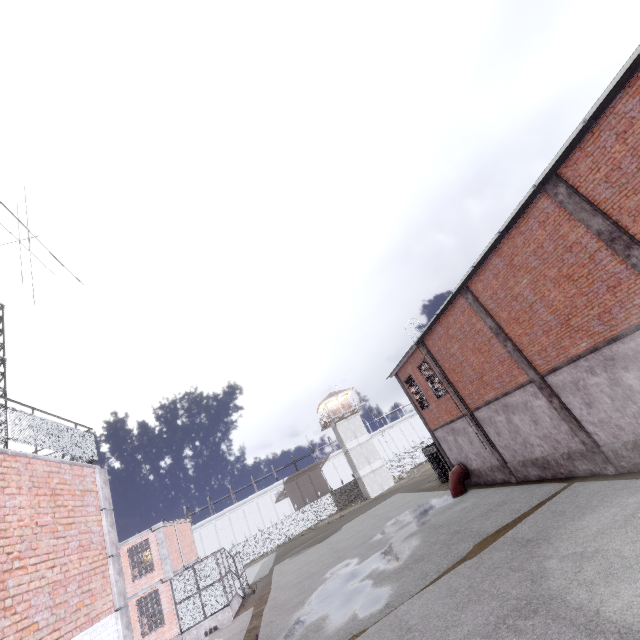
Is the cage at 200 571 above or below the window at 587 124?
below

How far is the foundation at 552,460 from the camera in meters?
12.6 m

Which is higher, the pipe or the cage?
the cage

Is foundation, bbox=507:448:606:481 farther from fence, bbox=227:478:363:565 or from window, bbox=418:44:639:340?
fence, bbox=227:478:363:565

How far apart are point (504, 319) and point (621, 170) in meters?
6.7

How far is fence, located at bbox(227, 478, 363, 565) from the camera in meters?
45.8 m

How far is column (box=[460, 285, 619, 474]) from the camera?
12.0 meters

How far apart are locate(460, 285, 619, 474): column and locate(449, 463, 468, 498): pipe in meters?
9.7 m
